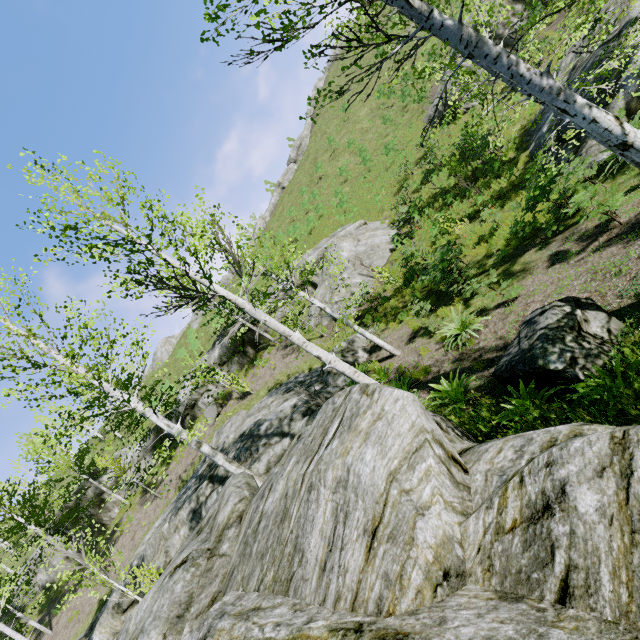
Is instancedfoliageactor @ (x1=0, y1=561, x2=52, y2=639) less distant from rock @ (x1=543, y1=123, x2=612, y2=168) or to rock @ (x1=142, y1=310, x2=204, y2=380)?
rock @ (x1=543, y1=123, x2=612, y2=168)

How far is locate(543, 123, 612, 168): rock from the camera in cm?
1010

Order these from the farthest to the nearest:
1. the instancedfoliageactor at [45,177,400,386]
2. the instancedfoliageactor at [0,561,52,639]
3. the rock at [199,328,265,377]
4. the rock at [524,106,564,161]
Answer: the rock at [199,328,265,377] < the rock at [524,106,564,161] < the instancedfoliageactor at [0,561,52,639] < the instancedfoliageactor at [45,177,400,386]

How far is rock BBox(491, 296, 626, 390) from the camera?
4.17m

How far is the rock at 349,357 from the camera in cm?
1247

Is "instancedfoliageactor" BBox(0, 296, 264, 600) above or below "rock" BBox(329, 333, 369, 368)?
above

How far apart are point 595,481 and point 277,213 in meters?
48.7

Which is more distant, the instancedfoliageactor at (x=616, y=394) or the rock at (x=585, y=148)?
the rock at (x=585, y=148)
